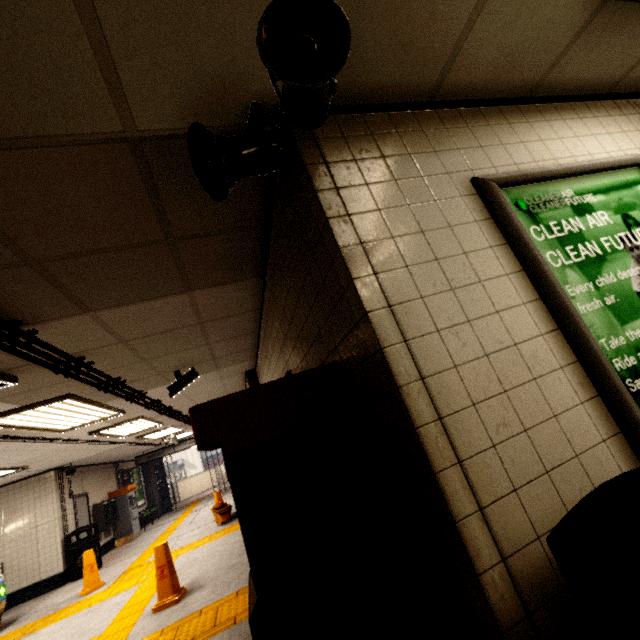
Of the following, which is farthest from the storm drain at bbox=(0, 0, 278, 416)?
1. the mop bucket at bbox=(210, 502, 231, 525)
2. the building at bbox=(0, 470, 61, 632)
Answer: the mop bucket at bbox=(210, 502, 231, 525)

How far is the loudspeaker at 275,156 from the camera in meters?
1.3

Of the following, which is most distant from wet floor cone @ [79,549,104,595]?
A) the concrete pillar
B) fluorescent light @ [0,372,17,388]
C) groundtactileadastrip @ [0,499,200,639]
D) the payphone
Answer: the concrete pillar

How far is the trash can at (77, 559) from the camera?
8.6 meters

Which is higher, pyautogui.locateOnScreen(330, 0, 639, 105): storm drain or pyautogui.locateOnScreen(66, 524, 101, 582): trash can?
pyautogui.locateOnScreen(330, 0, 639, 105): storm drain

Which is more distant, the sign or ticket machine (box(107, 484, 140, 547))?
ticket machine (box(107, 484, 140, 547))

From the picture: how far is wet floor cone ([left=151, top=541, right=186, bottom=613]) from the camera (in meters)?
4.52

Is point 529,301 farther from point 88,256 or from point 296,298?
point 88,256
